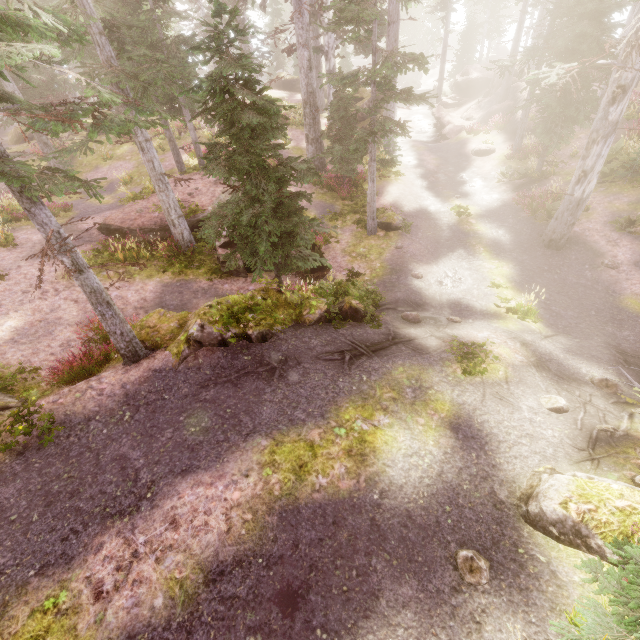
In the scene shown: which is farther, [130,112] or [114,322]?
[130,112]

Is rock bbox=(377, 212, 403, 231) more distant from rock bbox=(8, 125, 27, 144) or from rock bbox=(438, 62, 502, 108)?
rock bbox=(8, 125, 27, 144)

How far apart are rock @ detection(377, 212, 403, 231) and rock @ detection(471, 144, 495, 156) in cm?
1131

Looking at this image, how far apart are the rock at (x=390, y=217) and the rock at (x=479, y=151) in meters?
11.3 m

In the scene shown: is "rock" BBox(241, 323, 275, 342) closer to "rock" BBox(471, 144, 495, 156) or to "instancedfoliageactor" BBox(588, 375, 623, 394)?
"instancedfoliageactor" BBox(588, 375, 623, 394)

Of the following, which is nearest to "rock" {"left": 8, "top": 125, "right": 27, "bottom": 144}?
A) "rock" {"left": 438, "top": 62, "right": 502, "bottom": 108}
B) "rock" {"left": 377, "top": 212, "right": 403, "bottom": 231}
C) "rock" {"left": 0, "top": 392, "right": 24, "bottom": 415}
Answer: "rock" {"left": 0, "top": 392, "right": 24, "bottom": 415}

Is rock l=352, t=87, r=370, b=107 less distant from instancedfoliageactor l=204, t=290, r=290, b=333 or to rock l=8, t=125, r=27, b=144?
instancedfoliageactor l=204, t=290, r=290, b=333

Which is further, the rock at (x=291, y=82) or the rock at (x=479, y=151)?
the rock at (x=291, y=82)
